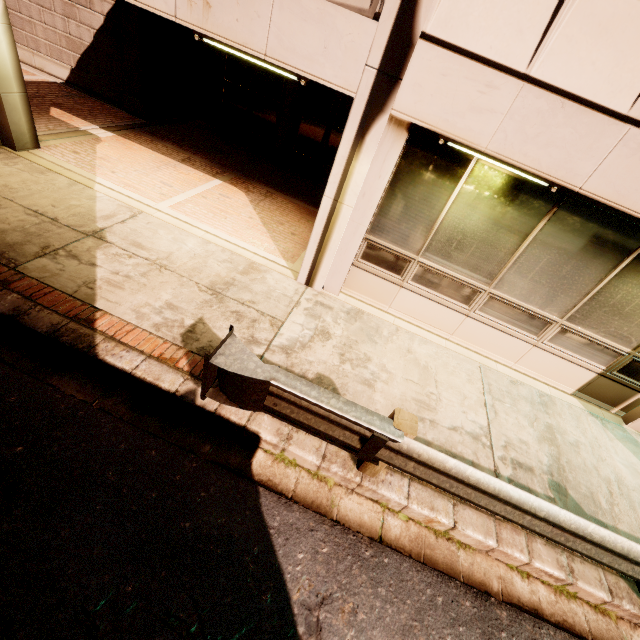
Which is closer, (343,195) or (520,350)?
(343,195)
